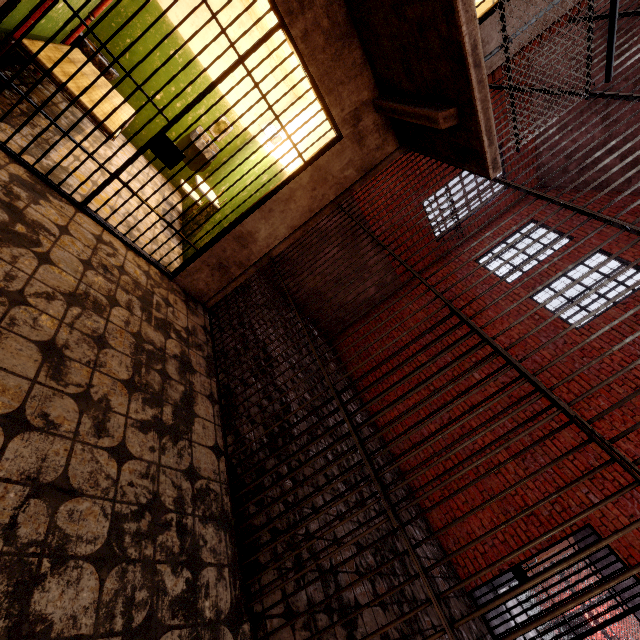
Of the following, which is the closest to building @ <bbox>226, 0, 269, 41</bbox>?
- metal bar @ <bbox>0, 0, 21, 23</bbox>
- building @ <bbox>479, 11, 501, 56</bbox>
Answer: metal bar @ <bbox>0, 0, 21, 23</bbox>

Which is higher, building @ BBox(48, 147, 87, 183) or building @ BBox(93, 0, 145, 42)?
building @ BBox(93, 0, 145, 42)

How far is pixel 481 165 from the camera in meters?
2.5 m

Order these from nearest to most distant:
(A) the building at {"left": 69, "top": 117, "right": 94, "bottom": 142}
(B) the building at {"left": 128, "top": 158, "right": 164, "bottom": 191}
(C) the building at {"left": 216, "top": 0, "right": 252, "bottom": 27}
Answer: (A) the building at {"left": 69, "top": 117, "right": 94, "bottom": 142}, (B) the building at {"left": 128, "top": 158, "right": 164, "bottom": 191}, (C) the building at {"left": 216, "top": 0, "right": 252, "bottom": 27}

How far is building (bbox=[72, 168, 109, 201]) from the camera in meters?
3.1

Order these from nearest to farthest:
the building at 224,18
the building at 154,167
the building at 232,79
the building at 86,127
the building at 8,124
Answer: the building at 8,124
the building at 86,127
the building at 154,167
the building at 224,18
the building at 232,79

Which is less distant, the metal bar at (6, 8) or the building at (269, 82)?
the metal bar at (6, 8)
